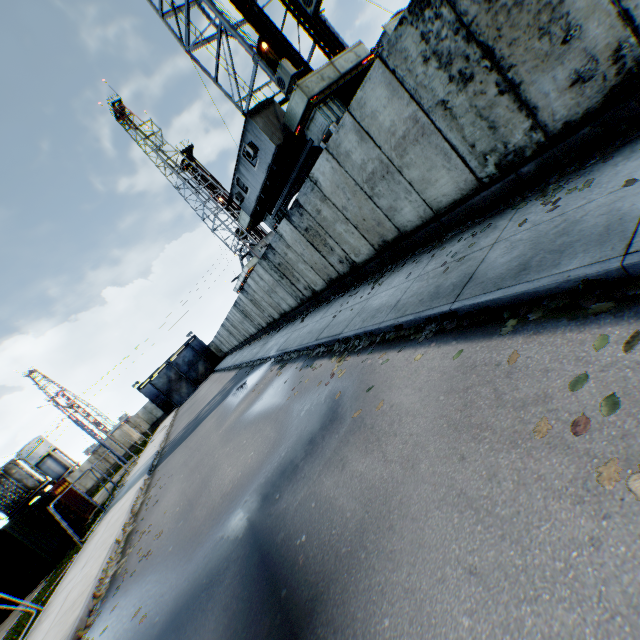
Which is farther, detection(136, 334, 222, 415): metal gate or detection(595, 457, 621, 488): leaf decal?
detection(136, 334, 222, 415): metal gate

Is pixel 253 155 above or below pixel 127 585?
above

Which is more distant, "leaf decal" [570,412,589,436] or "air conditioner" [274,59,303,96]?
"air conditioner" [274,59,303,96]

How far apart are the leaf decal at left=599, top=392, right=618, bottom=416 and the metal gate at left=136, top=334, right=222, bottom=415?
52.6 meters

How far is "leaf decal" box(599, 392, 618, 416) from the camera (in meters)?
2.05

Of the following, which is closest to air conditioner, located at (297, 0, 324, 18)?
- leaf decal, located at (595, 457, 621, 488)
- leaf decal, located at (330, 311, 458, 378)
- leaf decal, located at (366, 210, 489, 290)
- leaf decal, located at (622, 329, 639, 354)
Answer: leaf decal, located at (366, 210, 489, 290)

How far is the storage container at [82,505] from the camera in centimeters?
1845cm

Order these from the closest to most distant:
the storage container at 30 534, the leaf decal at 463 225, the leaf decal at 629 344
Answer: the leaf decal at 629 344
the leaf decal at 463 225
the storage container at 30 534
